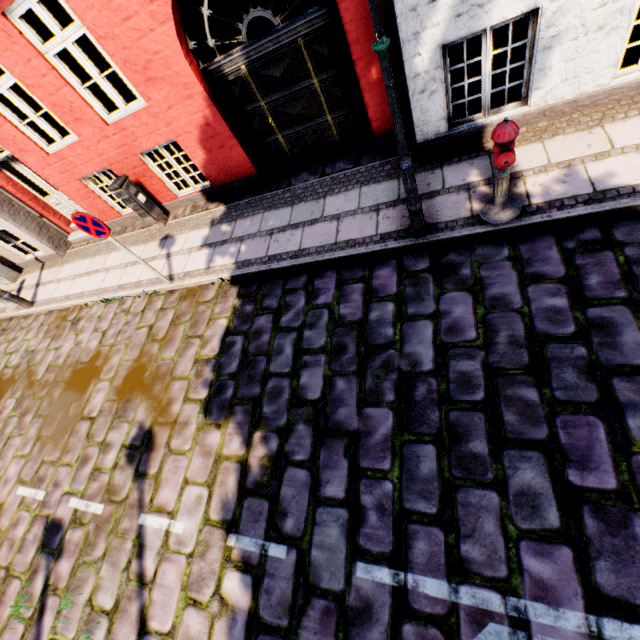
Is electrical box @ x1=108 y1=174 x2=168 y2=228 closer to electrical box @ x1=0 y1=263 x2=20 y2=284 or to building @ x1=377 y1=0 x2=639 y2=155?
building @ x1=377 y1=0 x2=639 y2=155

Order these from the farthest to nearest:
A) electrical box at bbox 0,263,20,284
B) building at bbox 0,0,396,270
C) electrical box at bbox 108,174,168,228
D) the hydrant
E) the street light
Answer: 1. electrical box at bbox 0,263,20,284
2. electrical box at bbox 108,174,168,228
3. building at bbox 0,0,396,270
4. the hydrant
5. the street light

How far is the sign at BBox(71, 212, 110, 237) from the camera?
4.9m

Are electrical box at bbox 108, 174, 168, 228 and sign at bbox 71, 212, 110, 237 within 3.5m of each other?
yes

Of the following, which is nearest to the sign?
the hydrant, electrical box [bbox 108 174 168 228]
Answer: electrical box [bbox 108 174 168 228]

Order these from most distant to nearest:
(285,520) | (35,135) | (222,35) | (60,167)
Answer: (222,35) < (60,167) < (35,135) < (285,520)

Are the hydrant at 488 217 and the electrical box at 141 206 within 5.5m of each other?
no

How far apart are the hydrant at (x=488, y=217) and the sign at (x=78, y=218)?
5.5m
